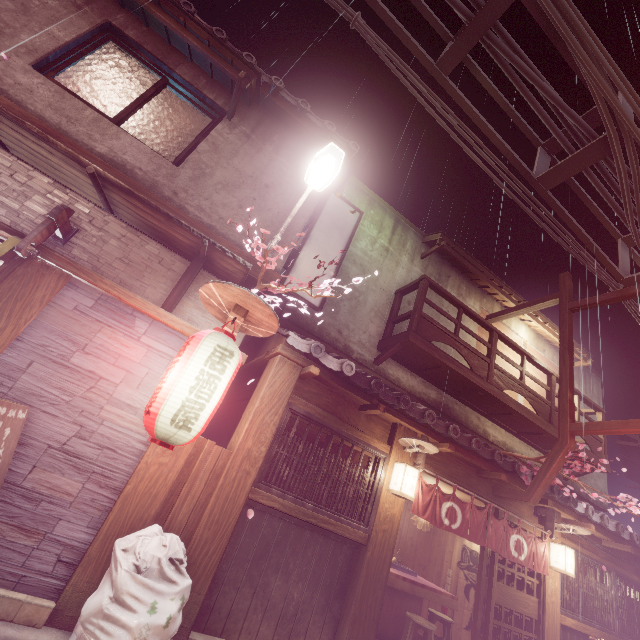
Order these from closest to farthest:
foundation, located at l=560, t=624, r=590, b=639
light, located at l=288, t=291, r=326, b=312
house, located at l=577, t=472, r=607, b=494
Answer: light, located at l=288, t=291, r=326, b=312 < foundation, located at l=560, t=624, r=590, b=639 < house, located at l=577, t=472, r=607, b=494

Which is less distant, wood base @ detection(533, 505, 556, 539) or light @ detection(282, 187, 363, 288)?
light @ detection(282, 187, 363, 288)

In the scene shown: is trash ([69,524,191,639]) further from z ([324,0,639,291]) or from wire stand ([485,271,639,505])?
z ([324,0,639,291])

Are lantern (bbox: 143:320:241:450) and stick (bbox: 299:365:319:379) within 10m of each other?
yes

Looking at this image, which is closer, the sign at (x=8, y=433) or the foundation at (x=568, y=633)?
the sign at (x=8, y=433)

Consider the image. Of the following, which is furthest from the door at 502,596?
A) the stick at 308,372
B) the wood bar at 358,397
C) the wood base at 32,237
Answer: the wood base at 32,237

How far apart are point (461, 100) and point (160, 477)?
12.02m

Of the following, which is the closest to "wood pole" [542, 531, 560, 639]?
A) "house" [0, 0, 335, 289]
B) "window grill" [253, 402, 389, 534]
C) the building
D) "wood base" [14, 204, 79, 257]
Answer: the building
